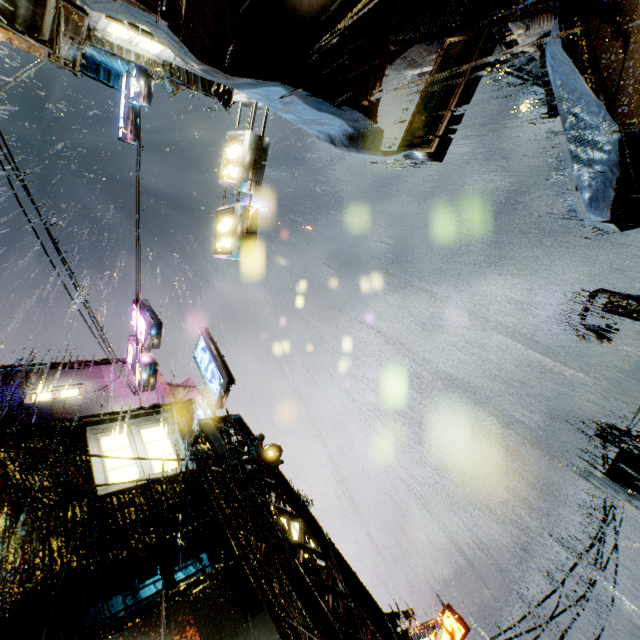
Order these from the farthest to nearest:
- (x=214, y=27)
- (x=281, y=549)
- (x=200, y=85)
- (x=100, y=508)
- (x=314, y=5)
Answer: (x=200, y=85)
(x=100, y=508)
(x=281, y=549)
(x=314, y=5)
(x=214, y=27)

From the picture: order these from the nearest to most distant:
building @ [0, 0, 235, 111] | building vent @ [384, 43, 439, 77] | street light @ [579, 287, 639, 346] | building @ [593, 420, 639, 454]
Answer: building @ [0, 0, 235, 111], building vent @ [384, 43, 439, 77], street light @ [579, 287, 639, 346], building @ [593, 420, 639, 454]

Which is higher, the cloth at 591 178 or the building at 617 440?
the cloth at 591 178

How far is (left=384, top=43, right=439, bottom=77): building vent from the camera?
11.3m

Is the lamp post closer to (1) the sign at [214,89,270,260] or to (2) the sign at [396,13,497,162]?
(1) the sign at [214,89,270,260]

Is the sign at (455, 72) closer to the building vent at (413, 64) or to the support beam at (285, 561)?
the building vent at (413, 64)

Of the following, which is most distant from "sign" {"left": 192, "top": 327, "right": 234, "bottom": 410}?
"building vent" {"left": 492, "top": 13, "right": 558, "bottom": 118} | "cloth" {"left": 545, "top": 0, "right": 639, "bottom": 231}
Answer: "building vent" {"left": 492, "top": 13, "right": 558, "bottom": 118}

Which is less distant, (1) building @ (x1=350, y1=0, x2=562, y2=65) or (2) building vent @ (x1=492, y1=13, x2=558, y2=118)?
(1) building @ (x1=350, y1=0, x2=562, y2=65)
